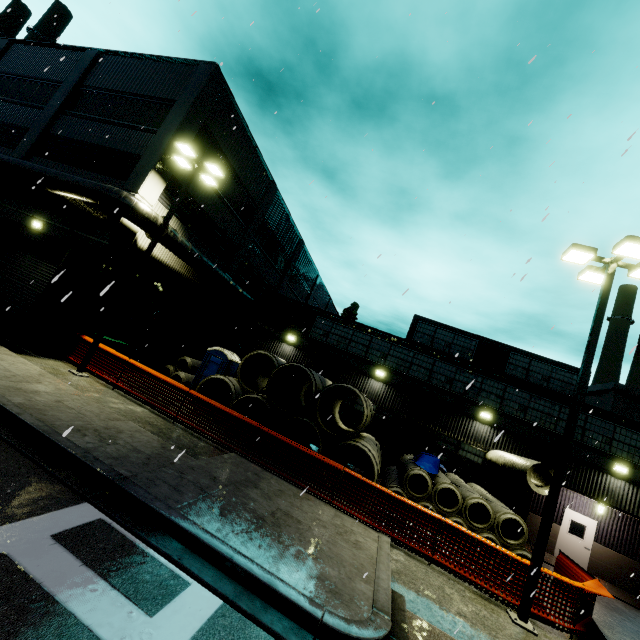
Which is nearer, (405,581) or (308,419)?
(405,581)

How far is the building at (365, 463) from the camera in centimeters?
1772cm

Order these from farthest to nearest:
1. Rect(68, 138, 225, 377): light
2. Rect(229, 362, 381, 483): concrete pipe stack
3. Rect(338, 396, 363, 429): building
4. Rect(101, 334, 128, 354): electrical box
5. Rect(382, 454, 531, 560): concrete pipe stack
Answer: Rect(338, 396, 363, 429): building, Rect(101, 334, 128, 354): electrical box, Rect(68, 138, 225, 377): light, Rect(229, 362, 381, 483): concrete pipe stack, Rect(382, 454, 531, 560): concrete pipe stack

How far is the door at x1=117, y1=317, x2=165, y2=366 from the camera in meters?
16.1

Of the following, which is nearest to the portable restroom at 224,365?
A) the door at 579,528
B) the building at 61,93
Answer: the building at 61,93

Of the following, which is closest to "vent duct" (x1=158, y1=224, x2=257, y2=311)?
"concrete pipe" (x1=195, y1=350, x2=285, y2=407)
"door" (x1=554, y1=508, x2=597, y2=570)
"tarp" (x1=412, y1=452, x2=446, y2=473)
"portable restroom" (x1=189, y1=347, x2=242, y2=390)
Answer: "tarp" (x1=412, y1=452, x2=446, y2=473)

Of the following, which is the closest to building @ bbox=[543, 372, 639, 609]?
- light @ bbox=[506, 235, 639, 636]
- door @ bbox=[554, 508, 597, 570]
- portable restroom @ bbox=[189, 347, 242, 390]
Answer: door @ bbox=[554, 508, 597, 570]

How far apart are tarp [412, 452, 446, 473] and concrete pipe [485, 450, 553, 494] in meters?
0.8 m
